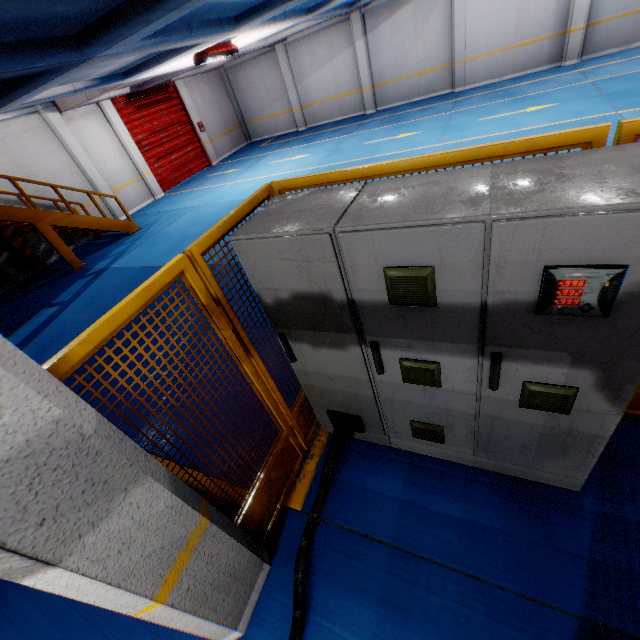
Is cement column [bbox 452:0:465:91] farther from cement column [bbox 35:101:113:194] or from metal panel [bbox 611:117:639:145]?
metal panel [bbox 611:117:639:145]

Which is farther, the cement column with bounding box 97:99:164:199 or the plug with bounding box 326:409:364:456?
the cement column with bounding box 97:99:164:199

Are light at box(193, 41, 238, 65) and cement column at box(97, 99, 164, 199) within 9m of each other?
yes

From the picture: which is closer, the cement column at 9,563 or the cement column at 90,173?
the cement column at 9,563

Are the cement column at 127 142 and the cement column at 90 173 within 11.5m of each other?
yes

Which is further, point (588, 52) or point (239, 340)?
point (588, 52)

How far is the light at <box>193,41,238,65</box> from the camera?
9.29m

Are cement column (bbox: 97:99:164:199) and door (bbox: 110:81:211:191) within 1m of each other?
yes
